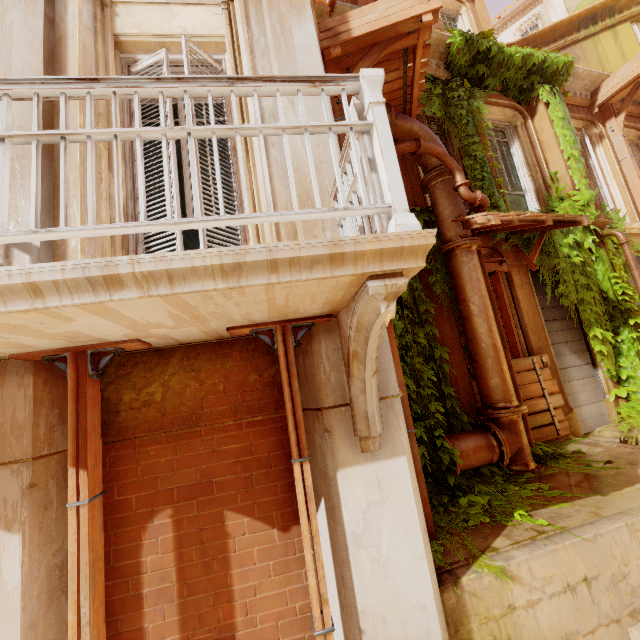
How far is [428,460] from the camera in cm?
430

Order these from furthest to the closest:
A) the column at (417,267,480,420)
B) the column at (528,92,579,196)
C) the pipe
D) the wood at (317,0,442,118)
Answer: the column at (528,92,579,196), the column at (417,267,480,420), the pipe, the wood at (317,0,442,118)

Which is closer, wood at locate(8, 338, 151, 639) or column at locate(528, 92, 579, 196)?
wood at locate(8, 338, 151, 639)

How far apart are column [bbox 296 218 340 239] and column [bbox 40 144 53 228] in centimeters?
129cm

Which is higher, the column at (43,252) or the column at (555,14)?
the column at (555,14)

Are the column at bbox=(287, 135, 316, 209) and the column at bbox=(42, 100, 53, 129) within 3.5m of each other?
yes

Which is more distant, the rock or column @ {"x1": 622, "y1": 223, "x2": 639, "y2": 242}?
the rock

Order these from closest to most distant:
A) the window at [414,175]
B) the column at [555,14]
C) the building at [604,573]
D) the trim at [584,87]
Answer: the building at [604,573]
the window at [414,175]
the trim at [584,87]
the column at [555,14]
